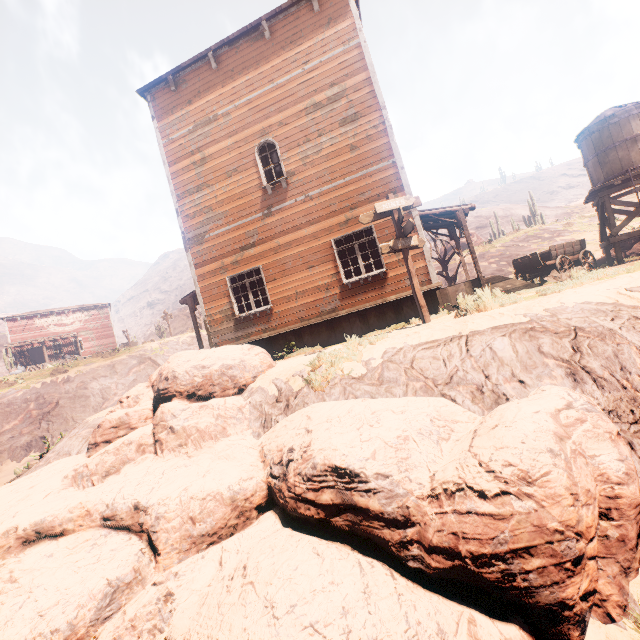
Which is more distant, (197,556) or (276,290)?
(276,290)

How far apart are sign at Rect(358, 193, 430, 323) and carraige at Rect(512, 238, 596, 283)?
8.2 meters

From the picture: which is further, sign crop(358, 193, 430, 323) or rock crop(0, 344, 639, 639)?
sign crop(358, 193, 430, 323)

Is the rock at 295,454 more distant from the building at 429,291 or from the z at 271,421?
the building at 429,291

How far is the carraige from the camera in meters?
13.2

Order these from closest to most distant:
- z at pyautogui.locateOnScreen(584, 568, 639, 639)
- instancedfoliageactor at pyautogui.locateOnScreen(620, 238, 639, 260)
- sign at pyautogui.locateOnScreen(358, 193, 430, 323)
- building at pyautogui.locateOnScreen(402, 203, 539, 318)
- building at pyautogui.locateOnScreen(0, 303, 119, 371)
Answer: z at pyautogui.locateOnScreen(584, 568, 639, 639)
sign at pyautogui.locateOnScreen(358, 193, 430, 323)
building at pyautogui.locateOnScreen(402, 203, 539, 318)
instancedfoliageactor at pyautogui.locateOnScreen(620, 238, 639, 260)
building at pyautogui.locateOnScreen(0, 303, 119, 371)

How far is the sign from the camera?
7.8 meters

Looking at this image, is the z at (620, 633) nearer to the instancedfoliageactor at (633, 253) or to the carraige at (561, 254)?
the instancedfoliageactor at (633, 253)
